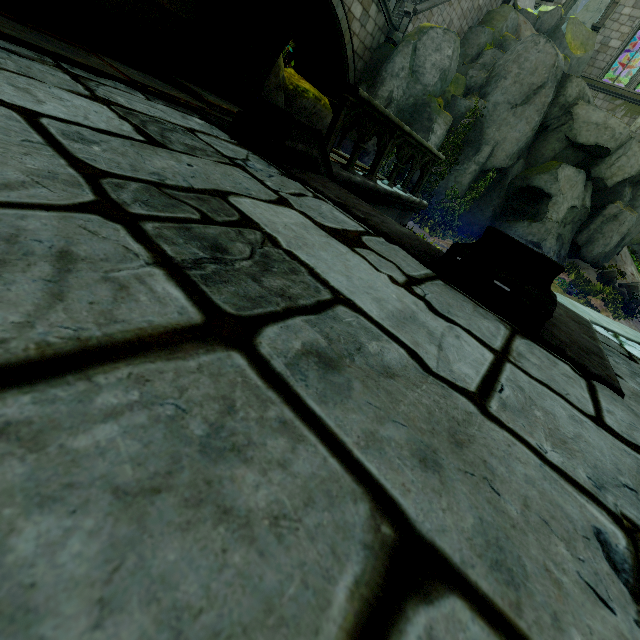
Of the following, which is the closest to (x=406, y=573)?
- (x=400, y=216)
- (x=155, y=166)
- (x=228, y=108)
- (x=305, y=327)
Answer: (x=305, y=327)

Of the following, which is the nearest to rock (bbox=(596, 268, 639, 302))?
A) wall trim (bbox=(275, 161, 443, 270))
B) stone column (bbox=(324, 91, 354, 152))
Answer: wall trim (bbox=(275, 161, 443, 270))

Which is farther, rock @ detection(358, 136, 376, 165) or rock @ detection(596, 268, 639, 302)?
rock @ detection(596, 268, 639, 302)

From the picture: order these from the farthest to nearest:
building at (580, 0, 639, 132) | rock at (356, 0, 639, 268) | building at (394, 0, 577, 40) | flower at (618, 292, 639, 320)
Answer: building at (580, 0, 639, 132), building at (394, 0, 577, 40), flower at (618, 292, 639, 320), rock at (356, 0, 639, 268)

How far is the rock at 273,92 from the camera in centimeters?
536cm

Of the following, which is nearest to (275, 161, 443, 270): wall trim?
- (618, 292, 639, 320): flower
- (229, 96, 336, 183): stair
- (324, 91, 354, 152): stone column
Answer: (229, 96, 336, 183): stair

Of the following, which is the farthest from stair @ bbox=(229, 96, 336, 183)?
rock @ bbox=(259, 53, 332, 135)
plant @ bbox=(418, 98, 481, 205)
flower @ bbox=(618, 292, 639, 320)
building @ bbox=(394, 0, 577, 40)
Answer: flower @ bbox=(618, 292, 639, 320)

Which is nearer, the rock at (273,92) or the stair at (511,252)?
the stair at (511,252)
